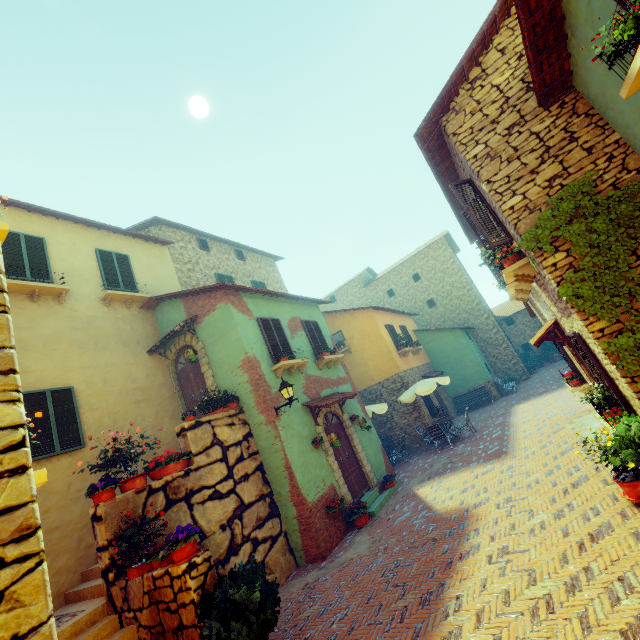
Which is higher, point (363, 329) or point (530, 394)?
point (363, 329)

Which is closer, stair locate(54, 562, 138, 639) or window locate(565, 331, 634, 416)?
stair locate(54, 562, 138, 639)

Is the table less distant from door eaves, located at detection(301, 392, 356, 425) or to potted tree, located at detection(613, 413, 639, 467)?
door eaves, located at detection(301, 392, 356, 425)

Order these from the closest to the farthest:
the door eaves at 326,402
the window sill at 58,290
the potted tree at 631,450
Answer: the potted tree at 631,450, the window sill at 58,290, the door eaves at 326,402

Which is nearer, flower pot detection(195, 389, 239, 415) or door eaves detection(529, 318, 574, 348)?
door eaves detection(529, 318, 574, 348)

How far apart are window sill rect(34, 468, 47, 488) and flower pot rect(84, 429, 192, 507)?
3.24m

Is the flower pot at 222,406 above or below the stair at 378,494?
above

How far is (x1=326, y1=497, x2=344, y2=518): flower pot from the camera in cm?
854
